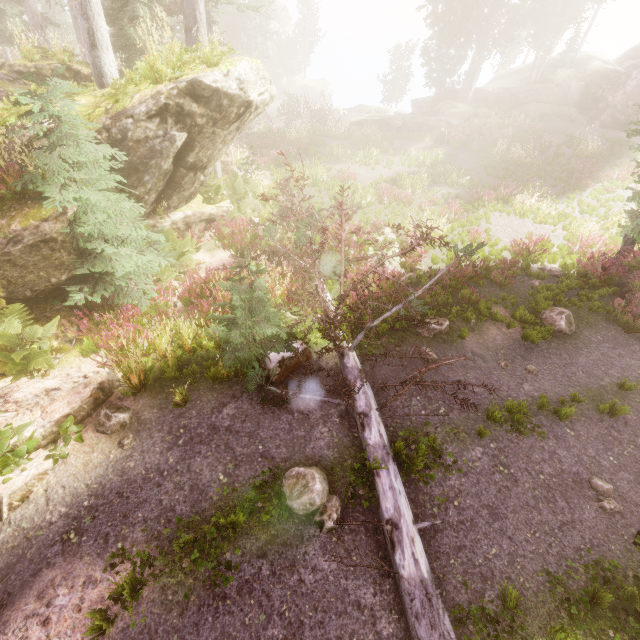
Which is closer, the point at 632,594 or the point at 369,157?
the point at 632,594

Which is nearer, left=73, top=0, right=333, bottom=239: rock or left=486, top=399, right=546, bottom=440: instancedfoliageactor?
left=486, top=399, right=546, bottom=440: instancedfoliageactor

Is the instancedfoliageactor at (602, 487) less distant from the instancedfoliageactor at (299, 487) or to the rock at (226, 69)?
the instancedfoliageactor at (299, 487)

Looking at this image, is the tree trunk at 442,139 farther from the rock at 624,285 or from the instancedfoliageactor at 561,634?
the rock at 624,285

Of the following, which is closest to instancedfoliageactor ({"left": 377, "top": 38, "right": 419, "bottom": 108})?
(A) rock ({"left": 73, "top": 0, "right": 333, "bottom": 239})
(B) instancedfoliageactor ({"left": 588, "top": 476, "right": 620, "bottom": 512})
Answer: (A) rock ({"left": 73, "top": 0, "right": 333, "bottom": 239})

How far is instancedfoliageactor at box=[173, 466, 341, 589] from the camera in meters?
4.4 m

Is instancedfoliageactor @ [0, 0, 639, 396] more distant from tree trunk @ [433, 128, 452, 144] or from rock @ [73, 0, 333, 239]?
tree trunk @ [433, 128, 452, 144]

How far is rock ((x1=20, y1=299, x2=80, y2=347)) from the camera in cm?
716
